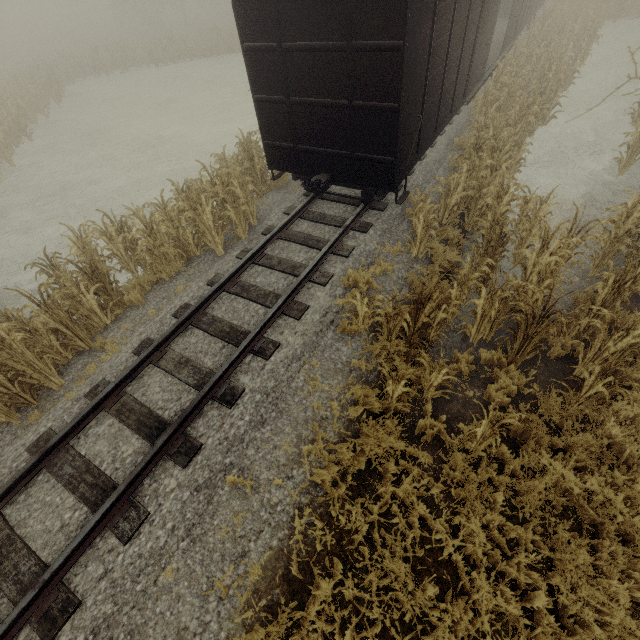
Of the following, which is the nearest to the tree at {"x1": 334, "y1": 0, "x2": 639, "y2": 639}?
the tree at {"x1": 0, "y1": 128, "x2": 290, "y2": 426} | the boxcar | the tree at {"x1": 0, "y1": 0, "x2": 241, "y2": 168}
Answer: the boxcar

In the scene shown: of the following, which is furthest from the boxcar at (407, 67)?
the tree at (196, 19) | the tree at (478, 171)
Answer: the tree at (196, 19)

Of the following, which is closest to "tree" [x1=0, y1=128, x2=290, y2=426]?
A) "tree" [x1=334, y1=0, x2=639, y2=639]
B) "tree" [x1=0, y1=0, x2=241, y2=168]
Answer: "tree" [x1=334, y1=0, x2=639, y2=639]

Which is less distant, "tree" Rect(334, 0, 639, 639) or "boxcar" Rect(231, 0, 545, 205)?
"tree" Rect(334, 0, 639, 639)

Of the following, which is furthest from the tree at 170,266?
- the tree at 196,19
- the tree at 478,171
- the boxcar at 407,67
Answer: the tree at 196,19

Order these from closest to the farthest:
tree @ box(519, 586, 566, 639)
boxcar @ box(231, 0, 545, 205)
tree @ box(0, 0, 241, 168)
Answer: tree @ box(519, 586, 566, 639) → boxcar @ box(231, 0, 545, 205) → tree @ box(0, 0, 241, 168)

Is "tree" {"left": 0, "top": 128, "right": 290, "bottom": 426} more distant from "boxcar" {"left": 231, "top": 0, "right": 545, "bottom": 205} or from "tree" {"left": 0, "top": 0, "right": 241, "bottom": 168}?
"tree" {"left": 0, "top": 0, "right": 241, "bottom": 168}

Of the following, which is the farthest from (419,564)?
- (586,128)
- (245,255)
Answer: (586,128)
